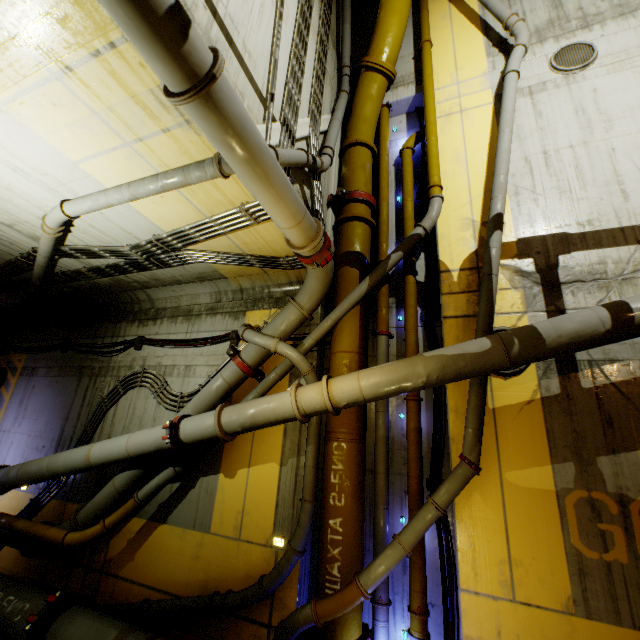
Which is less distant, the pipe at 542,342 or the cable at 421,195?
the pipe at 542,342

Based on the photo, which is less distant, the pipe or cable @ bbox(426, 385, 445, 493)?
the pipe

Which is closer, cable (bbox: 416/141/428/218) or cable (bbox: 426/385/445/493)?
cable (bbox: 426/385/445/493)

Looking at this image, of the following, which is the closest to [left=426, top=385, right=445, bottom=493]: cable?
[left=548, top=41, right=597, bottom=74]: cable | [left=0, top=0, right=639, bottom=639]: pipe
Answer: [left=0, top=0, right=639, bottom=639]: pipe

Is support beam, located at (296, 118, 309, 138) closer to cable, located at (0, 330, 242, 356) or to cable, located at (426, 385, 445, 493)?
cable, located at (426, 385, 445, 493)

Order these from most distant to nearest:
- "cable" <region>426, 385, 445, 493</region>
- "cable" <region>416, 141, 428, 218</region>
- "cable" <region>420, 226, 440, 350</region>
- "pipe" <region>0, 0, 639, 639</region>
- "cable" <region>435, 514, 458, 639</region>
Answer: "cable" <region>416, 141, 428, 218</region>
"cable" <region>420, 226, 440, 350</region>
"cable" <region>426, 385, 445, 493</region>
"cable" <region>435, 514, 458, 639</region>
"pipe" <region>0, 0, 639, 639</region>

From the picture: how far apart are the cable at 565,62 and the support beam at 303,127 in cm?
526

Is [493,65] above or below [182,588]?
above
